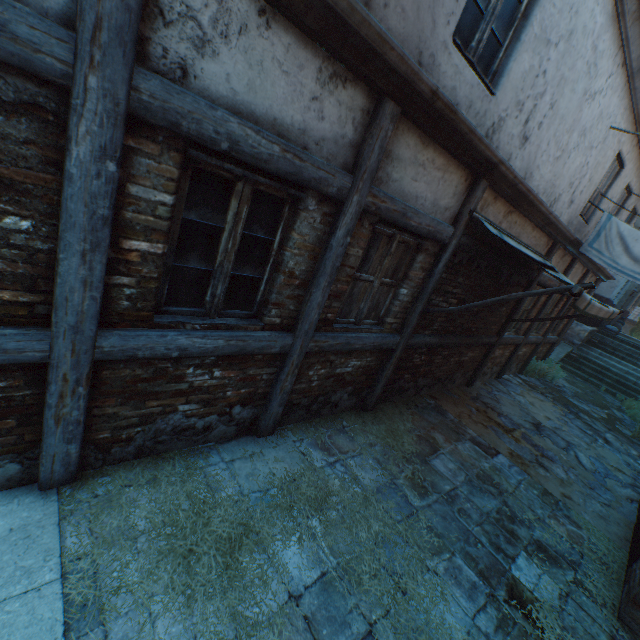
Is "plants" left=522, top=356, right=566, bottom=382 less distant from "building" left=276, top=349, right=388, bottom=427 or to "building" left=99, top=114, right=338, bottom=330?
"building" left=276, top=349, right=388, bottom=427

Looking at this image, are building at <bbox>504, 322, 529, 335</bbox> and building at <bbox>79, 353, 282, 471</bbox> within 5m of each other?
no

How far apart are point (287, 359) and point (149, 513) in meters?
1.8 m

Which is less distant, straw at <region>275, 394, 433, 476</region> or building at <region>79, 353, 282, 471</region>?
building at <region>79, 353, 282, 471</region>

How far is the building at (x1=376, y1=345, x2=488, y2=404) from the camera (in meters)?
5.52

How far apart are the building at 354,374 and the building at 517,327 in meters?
4.3

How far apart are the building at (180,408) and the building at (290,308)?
0.2m

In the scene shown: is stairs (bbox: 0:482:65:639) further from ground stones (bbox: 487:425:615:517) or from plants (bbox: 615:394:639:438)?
plants (bbox: 615:394:639:438)
